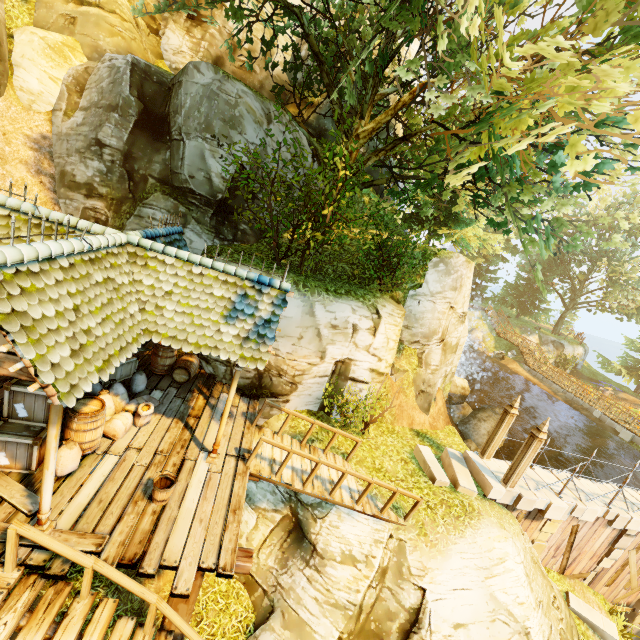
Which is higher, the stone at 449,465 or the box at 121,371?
the box at 121,371

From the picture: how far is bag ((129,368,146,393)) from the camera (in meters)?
8.91

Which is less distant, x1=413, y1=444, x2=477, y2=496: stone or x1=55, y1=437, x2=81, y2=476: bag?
x1=55, y1=437, x2=81, y2=476: bag

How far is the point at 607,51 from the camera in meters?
7.1 m

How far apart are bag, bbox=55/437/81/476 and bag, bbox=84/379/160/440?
0.7 meters

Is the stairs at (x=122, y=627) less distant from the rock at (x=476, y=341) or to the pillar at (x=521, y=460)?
the pillar at (x=521, y=460)

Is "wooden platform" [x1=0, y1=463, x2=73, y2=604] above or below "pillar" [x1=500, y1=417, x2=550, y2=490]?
below

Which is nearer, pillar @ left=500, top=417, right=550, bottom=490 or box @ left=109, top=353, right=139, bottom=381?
box @ left=109, top=353, right=139, bottom=381
